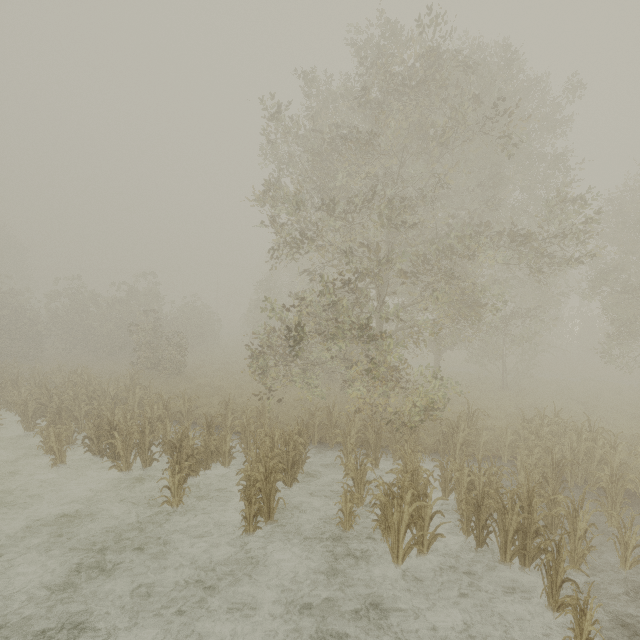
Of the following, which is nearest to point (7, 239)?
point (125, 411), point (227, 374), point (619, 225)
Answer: point (227, 374)
